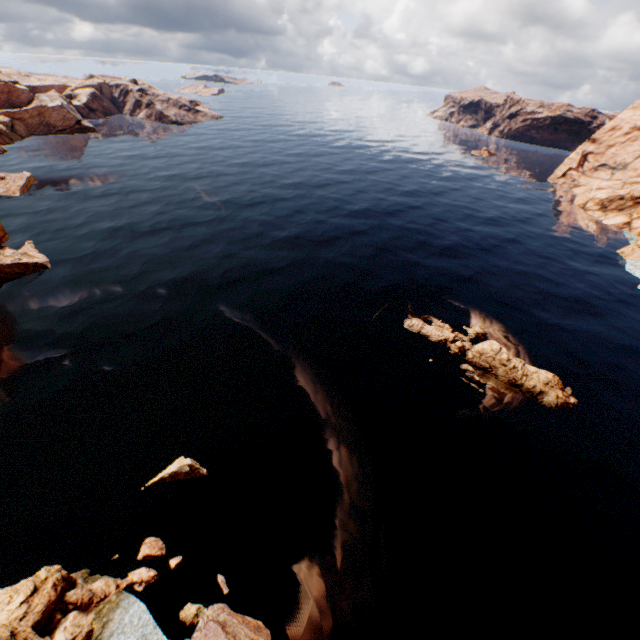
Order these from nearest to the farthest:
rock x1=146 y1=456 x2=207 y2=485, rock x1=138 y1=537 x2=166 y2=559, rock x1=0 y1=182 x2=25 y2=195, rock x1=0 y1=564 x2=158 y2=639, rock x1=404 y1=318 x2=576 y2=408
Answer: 1. rock x1=0 y1=564 x2=158 y2=639
2. rock x1=138 y1=537 x2=166 y2=559
3. rock x1=146 y1=456 x2=207 y2=485
4. rock x1=404 y1=318 x2=576 y2=408
5. rock x1=0 y1=182 x2=25 y2=195

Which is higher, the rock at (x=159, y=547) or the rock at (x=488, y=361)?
the rock at (x=488, y=361)

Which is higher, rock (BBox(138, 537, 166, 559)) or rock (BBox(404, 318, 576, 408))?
rock (BBox(404, 318, 576, 408))

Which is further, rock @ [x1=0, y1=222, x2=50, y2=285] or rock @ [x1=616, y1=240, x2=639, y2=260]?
rock @ [x1=616, y1=240, x2=639, y2=260]

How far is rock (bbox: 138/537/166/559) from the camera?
19.2m

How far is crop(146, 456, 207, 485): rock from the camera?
22.68m

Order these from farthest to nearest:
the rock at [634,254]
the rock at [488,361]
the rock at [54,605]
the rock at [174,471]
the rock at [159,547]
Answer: the rock at [634,254] < the rock at [488,361] < the rock at [174,471] < the rock at [159,547] < the rock at [54,605]

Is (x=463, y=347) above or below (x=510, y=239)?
above
